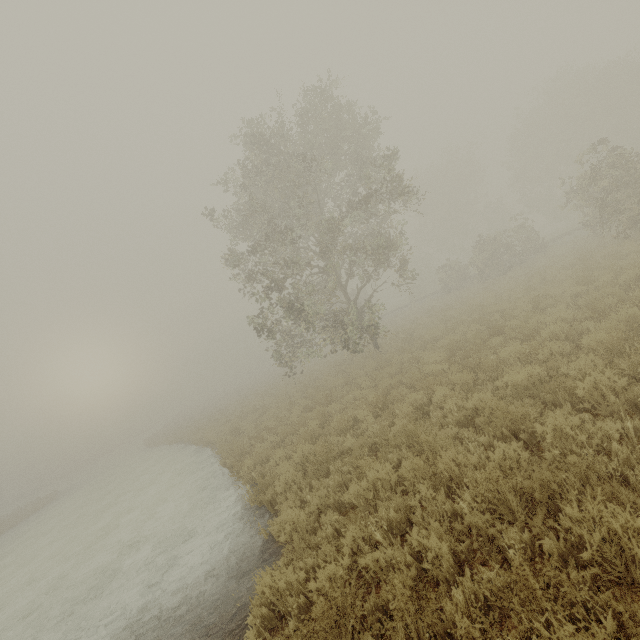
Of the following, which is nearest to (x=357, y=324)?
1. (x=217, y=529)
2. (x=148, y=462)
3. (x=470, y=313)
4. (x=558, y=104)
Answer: (x=470, y=313)
